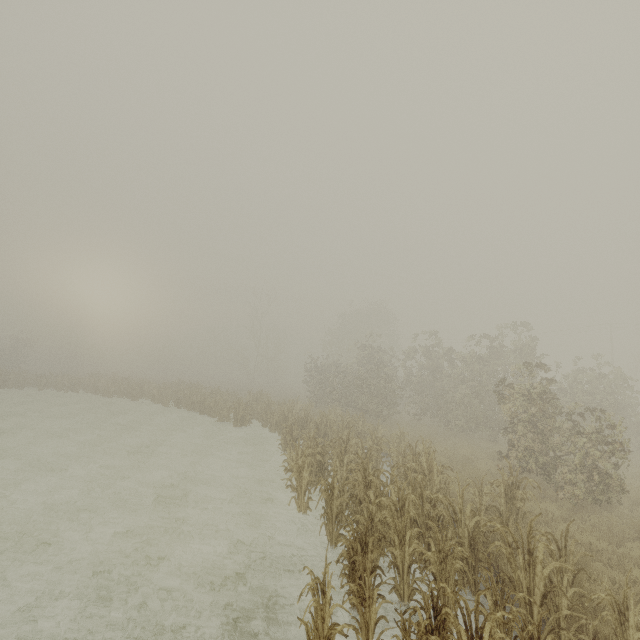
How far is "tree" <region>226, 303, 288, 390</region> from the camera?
47.0 meters

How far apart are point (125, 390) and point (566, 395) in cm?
3300

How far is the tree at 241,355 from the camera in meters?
47.0 m
